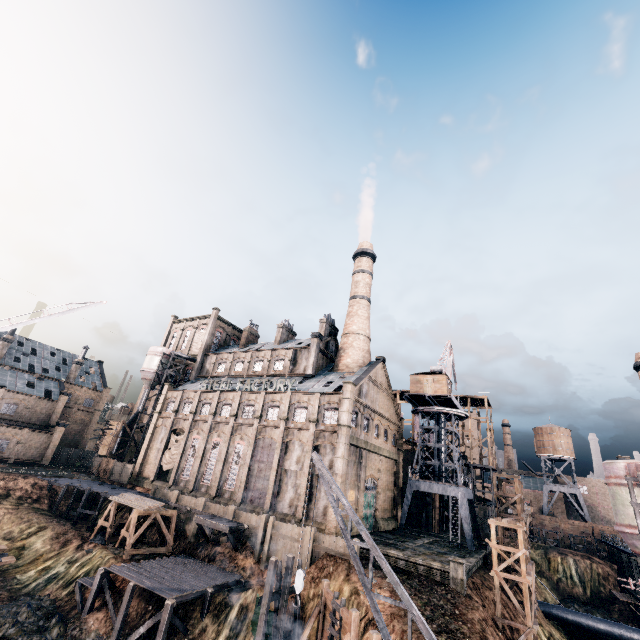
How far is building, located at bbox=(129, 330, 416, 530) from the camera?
37.47m

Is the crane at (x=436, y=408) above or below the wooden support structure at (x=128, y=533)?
above

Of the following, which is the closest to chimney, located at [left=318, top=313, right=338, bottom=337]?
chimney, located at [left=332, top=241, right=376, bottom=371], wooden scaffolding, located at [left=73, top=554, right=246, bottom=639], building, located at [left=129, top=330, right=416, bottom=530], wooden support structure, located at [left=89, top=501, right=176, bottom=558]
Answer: building, located at [left=129, top=330, right=416, bottom=530]

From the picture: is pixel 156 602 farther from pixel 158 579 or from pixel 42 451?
pixel 42 451

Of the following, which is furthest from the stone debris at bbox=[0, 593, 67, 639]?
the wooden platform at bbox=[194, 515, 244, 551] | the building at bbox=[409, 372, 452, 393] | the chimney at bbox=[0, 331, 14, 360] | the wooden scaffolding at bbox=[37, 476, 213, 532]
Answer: the chimney at bbox=[0, 331, 14, 360]

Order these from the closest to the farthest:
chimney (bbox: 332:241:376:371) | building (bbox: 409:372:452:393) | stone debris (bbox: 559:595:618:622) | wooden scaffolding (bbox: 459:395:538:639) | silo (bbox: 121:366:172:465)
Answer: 1. wooden scaffolding (bbox: 459:395:538:639)
2. stone debris (bbox: 559:595:618:622)
3. building (bbox: 409:372:452:393)
4. chimney (bbox: 332:241:376:371)
5. silo (bbox: 121:366:172:465)

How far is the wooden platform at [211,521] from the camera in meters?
32.0 m

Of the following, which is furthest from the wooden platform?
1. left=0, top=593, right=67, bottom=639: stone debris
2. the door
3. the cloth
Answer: the cloth
